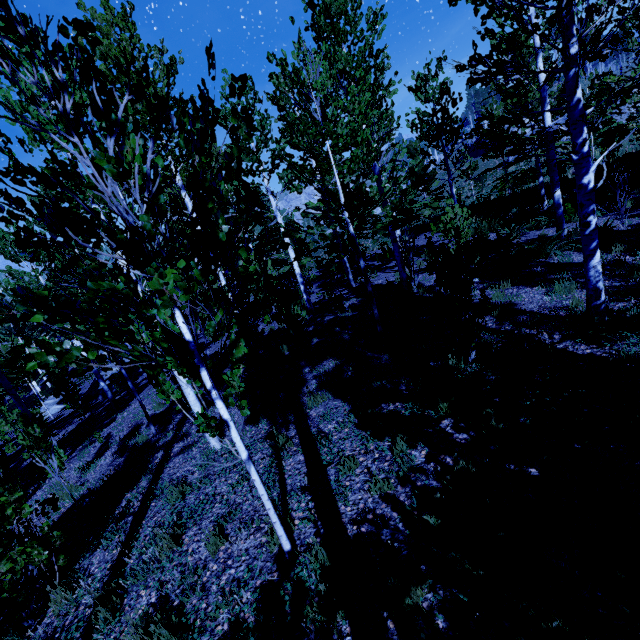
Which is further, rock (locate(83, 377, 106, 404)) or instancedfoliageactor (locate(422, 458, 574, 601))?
rock (locate(83, 377, 106, 404))

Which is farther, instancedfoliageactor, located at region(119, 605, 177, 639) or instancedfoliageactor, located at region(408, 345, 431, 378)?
instancedfoliageactor, located at region(408, 345, 431, 378)

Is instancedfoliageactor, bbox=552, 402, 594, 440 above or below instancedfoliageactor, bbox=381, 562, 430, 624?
above

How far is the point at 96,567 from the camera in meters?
4.5 m

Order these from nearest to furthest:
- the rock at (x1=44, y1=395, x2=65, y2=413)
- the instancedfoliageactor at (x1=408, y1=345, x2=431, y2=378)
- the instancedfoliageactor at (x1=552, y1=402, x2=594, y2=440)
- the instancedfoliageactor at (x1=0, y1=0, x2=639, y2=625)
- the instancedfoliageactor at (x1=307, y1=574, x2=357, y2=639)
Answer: the instancedfoliageactor at (x1=0, y1=0, x2=639, y2=625)
the instancedfoliageactor at (x1=307, y1=574, x2=357, y2=639)
the instancedfoliageactor at (x1=552, y1=402, x2=594, y2=440)
the instancedfoliageactor at (x1=408, y1=345, x2=431, y2=378)
the rock at (x1=44, y1=395, x2=65, y2=413)

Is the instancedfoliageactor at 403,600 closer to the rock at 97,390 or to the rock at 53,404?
the rock at 97,390

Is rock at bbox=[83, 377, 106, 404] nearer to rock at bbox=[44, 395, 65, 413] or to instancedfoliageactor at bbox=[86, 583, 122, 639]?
instancedfoliageactor at bbox=[86, 583, 122, 639]
